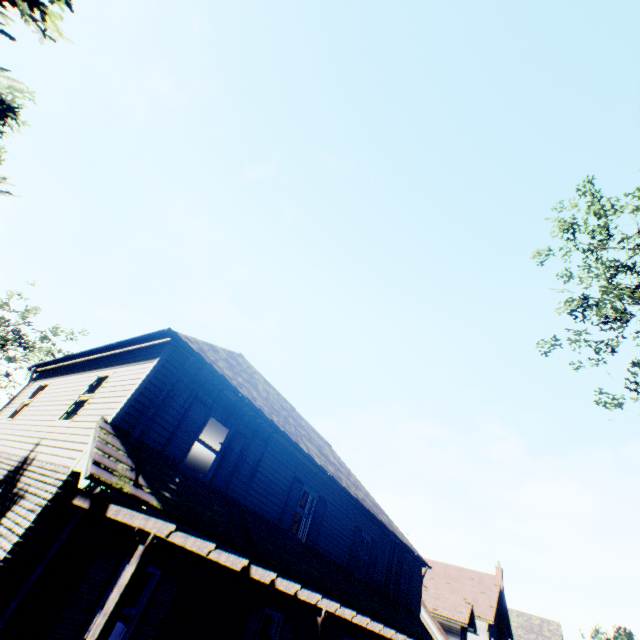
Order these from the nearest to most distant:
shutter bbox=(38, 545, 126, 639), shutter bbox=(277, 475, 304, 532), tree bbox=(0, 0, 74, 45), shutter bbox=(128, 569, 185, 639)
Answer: tree bbox=(0, 0, 74, 45)
shutter bbox=(38, 545, 126, 639)
shutter bbox=(128, 569, 185, 639)
shutter bbox=(277, 475, 304, 532)

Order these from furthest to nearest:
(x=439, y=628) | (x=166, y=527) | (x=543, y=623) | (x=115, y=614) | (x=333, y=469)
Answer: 1. (x=543, y=623)
2. (x=439, y=628)
3. (x=333, y=469)
4. (x=166, y=527)
5. (x=115, y=614)

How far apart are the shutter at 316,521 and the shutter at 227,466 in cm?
424

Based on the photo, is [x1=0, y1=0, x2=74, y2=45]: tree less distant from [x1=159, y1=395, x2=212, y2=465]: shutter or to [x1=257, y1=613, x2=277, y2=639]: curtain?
[x1=159, y1=395, x2=212, y2=465]: shutter

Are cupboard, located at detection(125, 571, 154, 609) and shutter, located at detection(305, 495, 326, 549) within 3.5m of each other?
no

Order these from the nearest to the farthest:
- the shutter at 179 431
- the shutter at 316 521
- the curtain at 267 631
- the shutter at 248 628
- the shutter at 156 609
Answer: the shutter at 156 609 < the shutter at 179 431 < the shutter at 248 628 < the curtain at 267 631 < the shutter at 316 521

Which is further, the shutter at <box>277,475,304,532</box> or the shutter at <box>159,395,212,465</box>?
the shutter at <box>277,475,304,532</box>

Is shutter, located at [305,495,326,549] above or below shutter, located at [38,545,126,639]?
above
